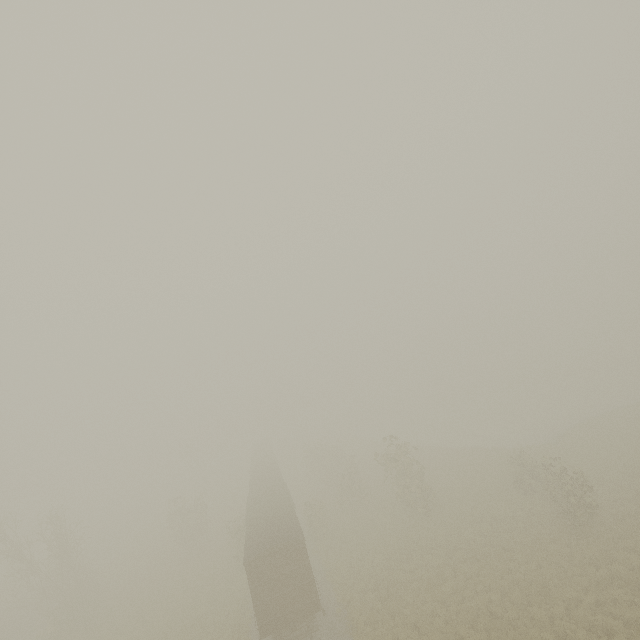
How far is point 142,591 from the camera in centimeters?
2848cm
